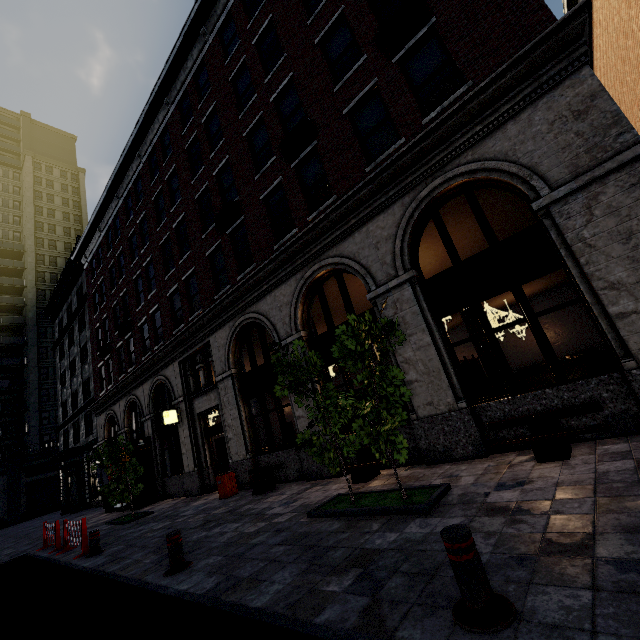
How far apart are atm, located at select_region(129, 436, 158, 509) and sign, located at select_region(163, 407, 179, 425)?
Result: 3.5m

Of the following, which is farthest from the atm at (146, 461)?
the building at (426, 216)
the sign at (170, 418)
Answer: the sign at (170, 418)

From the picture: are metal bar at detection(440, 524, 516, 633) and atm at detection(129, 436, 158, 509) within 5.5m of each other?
no

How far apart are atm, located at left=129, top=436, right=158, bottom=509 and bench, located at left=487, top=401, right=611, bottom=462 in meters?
16.5 m

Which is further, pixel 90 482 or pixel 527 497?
pixel 90 482

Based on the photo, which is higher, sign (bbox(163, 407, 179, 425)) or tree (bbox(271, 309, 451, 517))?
sign (bbox(163, 407, 179, 425))

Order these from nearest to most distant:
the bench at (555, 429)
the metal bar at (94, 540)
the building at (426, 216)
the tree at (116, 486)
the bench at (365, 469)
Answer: the bench at (555, 429) → the building at (426, 216) → the bench at (365, 469) → the metal bar at (94, 540) → the tree at (116, 486)

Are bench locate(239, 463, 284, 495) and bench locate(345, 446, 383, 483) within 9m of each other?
yes
